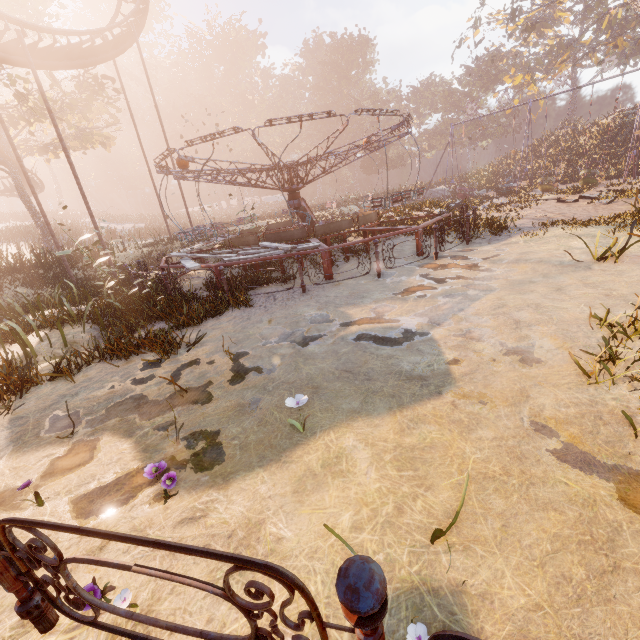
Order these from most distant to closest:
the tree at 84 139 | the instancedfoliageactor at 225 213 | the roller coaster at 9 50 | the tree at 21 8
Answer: the instancedfoliageactor at 225 213 → the tree at 84 139 → the tree at 21 8 → the roller coaster at 9 50

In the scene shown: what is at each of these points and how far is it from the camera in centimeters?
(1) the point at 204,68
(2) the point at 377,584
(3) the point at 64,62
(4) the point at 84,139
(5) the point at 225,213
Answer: (1) instancedfoliageactor, 5941cm
(2) metal fence, 97cm
(3) roller coaster, 1463cm
(4) tree, 2570cm
(5) instancedfoliageactor, 5672cm

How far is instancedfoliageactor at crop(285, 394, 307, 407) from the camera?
3.0 meters

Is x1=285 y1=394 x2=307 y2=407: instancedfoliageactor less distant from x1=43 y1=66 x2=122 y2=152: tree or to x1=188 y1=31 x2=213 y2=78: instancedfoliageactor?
x1=43 y1=66 x2=122 y2=152: tree

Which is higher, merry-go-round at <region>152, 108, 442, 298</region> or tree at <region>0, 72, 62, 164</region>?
tree at <region>0, 72, 62, 164</region>

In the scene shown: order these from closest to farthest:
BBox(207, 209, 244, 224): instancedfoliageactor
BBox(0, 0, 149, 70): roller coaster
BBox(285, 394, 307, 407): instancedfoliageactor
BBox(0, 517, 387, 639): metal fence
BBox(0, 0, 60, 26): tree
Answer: BBox(0, 517, 387, 639): metal fence → BBox(285, 394, 307, 407): instancedfoliageactor → BBox(0, 0, 149, 70): roller coaster → BBox(0, 0, 60, 26): tree → BBox(207, 209, 244, 224): instancedfoliageactor

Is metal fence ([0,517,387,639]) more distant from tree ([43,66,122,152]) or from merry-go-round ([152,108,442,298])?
tree ([43,66,122,152])

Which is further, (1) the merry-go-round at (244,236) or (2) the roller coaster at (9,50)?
(2) the roller coaster at (9,50)
